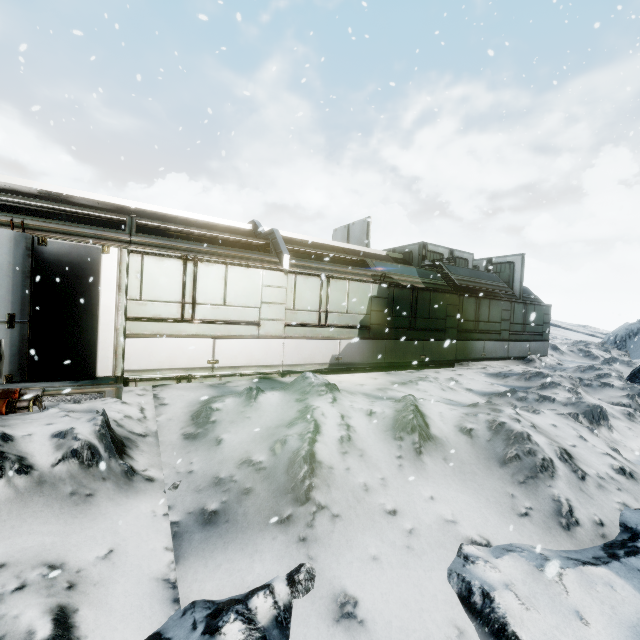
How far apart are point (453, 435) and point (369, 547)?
2.9m
